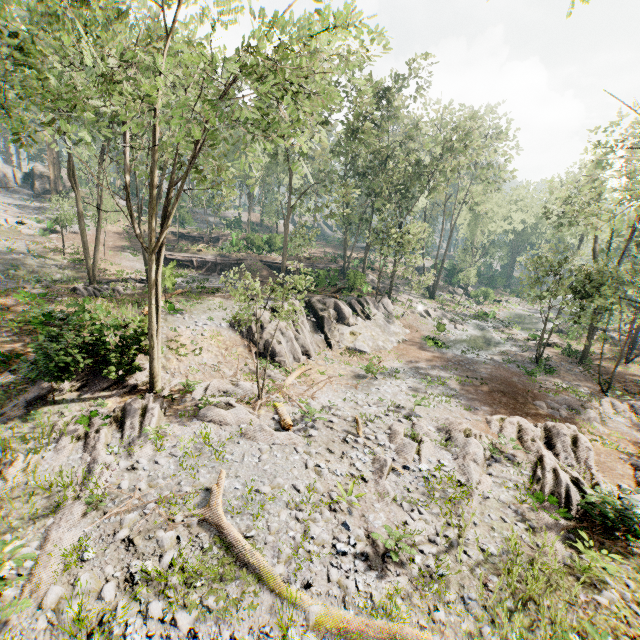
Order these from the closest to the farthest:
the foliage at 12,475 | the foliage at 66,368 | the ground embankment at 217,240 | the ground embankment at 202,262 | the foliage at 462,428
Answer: the foliage at 12,475 < the foliage at 462,428 < the foliage at 66,368 < the ground embankment at 202,262 < the ground embankment at 217,240

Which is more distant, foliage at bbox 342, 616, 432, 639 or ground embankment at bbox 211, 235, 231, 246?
ground embankment at bbox 211, 235, 231, 246

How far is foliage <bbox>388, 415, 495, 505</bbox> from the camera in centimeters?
1109cm

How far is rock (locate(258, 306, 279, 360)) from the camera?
20.4 meters

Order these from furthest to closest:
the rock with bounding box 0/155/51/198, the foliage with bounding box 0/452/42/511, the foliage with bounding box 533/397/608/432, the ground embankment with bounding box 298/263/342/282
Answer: the rock with bounding box 0/155/51/198, the ground embankment with bounding box 298/263/342/282, the foliage with bounding box 533/397/608/432, the foliage with bounding box 0/452/42/511

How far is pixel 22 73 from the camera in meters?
10.0

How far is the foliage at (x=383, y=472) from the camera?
9.86m

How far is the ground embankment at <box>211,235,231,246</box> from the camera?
42.7m
